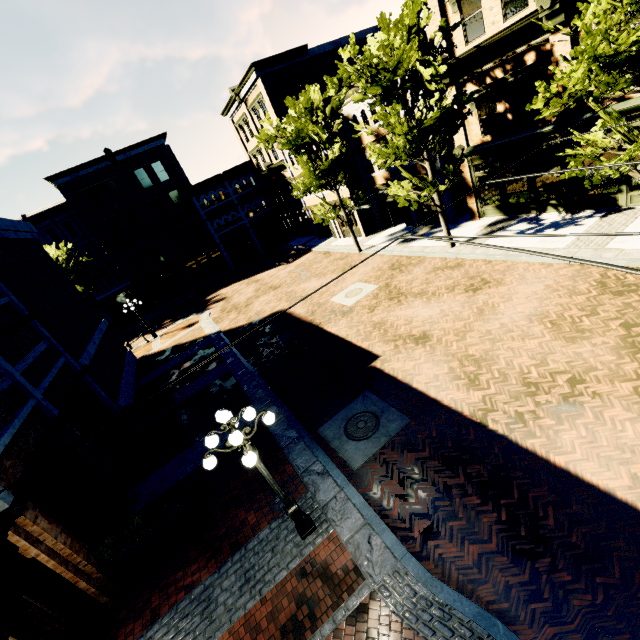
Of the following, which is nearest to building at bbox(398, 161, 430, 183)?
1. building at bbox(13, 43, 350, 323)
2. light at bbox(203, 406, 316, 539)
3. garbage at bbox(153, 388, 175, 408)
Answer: building at bbox(13, 43, 350, 323)

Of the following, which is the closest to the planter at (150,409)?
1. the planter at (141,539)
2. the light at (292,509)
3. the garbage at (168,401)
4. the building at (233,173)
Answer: the garbage at (168,401)

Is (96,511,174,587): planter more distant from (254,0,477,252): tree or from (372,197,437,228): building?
(372,197,437,228): building

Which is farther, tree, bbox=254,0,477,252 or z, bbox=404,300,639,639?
tree, bbox=254,0,477,252

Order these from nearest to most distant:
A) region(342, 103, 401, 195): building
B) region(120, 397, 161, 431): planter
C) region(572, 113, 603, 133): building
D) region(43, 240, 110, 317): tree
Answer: region(572, 113, 603, 133): building, region(120, 397, 161, 431): planter, region(342, 103, 401, 195): building, region(43, 240, 110, 317): tree

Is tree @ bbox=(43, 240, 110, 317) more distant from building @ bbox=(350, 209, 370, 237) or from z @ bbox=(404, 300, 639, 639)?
building @ bbox=(350, 209, 370, 237)

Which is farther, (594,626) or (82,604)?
(82,604)

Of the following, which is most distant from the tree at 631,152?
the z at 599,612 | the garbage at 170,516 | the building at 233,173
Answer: the garbage at 170,516
